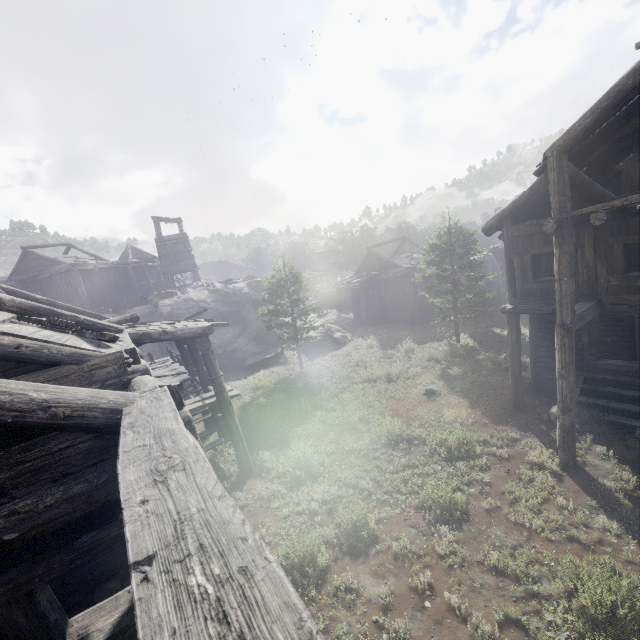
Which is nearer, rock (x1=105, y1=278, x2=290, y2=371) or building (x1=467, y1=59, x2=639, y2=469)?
building (x1=467, y1=59, x2=639, y2=469)

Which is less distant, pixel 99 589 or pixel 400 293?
pixel 99 589

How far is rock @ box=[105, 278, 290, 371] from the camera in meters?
25.2 m

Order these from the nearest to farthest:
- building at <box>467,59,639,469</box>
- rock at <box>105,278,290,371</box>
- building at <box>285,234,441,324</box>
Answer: building at <box>467,59,639,469</box>
rock at <box>105,278,290,371</box>
building at <box>285,234,441,324</box>

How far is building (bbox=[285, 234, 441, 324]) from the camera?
30.4m

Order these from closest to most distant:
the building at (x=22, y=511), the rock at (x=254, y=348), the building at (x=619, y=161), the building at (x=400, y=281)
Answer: the building at (x=22, y=511)
the building at (x=619, y=161)
the rock at (x=254, y=348)
the building at (x=400, y=281)

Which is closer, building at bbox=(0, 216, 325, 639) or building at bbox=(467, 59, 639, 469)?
building at bbox=(0, 216, 325, 639)

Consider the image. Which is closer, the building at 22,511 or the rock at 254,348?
the building at 22,511
